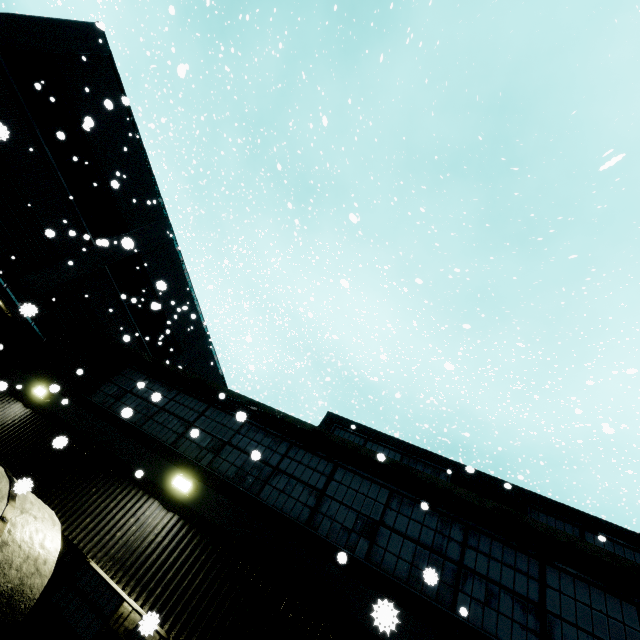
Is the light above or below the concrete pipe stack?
above

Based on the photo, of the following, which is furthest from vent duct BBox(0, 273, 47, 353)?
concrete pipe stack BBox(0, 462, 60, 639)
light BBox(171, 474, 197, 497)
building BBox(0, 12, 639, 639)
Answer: light BBox(171, 474, 197, 497)

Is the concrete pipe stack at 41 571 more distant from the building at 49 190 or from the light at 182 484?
the light at 182 484

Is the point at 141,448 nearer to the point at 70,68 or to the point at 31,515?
Result: the point at 31,515

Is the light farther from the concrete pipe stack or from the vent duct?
→ the vent duct

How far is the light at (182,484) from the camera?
6.60m

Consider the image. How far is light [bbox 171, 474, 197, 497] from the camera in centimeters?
660cm

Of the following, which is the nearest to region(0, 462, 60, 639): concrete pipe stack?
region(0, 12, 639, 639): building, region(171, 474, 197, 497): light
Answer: region(0, 12, 639, 639): building
